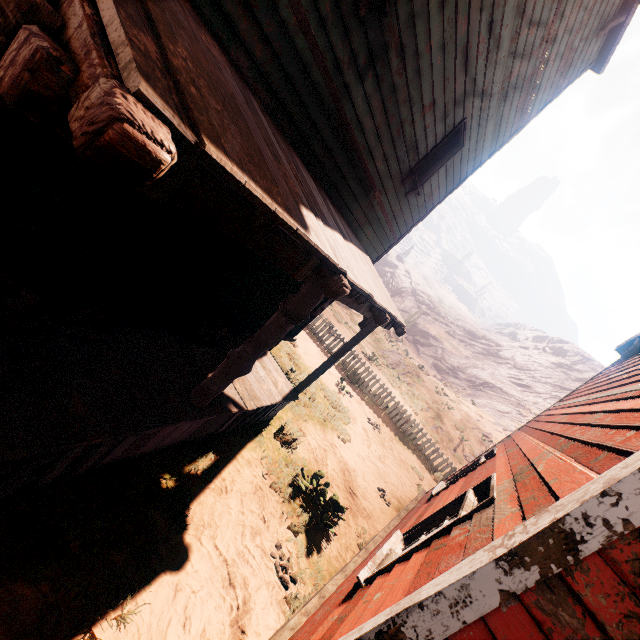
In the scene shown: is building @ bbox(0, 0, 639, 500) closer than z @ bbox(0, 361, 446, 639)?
Yes

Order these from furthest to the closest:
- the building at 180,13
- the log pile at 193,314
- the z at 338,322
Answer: the z at 338,322
the log pile at 193,314
the building at 180,13

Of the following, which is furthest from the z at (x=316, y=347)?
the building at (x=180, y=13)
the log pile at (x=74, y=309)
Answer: the log pile at (x=74, y=309)

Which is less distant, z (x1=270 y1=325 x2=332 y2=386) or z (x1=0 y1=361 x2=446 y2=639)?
z (x1=0 y1=361 x2=446 y2=639)

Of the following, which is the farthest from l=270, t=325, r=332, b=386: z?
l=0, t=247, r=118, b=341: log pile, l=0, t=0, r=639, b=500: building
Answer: l=0, t=247, r=118, b=341: log pile

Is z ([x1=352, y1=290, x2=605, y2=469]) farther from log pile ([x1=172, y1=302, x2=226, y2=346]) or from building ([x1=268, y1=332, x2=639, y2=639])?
log pile ([x1=172, y1=302, x2=226, y2=346])

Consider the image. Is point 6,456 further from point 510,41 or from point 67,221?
point 510,41
